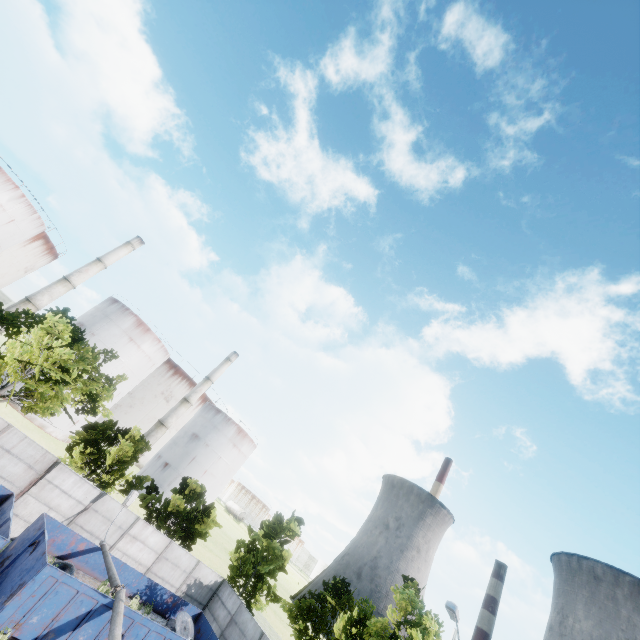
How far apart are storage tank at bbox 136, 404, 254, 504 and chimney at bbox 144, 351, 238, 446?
5.8m

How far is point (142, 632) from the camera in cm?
1395

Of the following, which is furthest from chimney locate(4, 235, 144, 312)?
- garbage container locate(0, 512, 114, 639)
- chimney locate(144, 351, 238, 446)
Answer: garbage container locate(0, 512, 114, 639)

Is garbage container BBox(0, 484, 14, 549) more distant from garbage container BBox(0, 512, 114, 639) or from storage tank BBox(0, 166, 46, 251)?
storage tank BBox(0, 166, 46, 251)

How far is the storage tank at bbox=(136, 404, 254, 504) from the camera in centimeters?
5168cm

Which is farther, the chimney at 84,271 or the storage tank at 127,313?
the storage tank at 127,313

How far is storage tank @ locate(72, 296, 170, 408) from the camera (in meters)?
44.44

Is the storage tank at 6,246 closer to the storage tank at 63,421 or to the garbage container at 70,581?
the storage tank at 63,421
